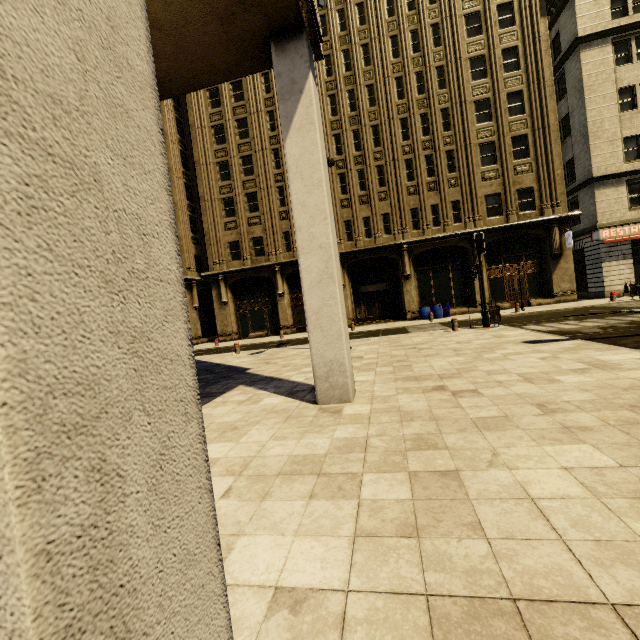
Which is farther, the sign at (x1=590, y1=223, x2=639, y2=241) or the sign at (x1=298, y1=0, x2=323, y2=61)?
the sign at (x1=590, y1=223, x2=639, y2=241)

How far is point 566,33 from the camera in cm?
2205

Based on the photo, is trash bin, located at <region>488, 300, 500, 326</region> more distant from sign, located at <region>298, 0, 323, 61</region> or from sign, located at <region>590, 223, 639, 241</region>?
sign, located at <region>590, 223, 639, 241</region>

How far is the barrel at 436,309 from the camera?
22.4 meters

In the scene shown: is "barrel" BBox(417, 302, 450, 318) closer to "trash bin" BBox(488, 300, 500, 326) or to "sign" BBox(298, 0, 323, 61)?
"trash bin" BBox(488, 300, 500, 326)

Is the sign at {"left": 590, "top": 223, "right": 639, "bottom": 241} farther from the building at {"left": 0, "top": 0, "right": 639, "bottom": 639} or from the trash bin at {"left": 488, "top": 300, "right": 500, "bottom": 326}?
the trash bin at {"left": 488, "top": 300, "right": 500, "bottom": 326}

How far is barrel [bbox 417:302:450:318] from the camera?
22.41m

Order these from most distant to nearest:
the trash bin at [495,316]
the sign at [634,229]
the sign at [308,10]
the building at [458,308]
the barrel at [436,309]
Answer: the barrel at [436,309] < the sign at [634,229] < the trash bin at [495,316] < the sign at [308,10] < the building at [458,308]
